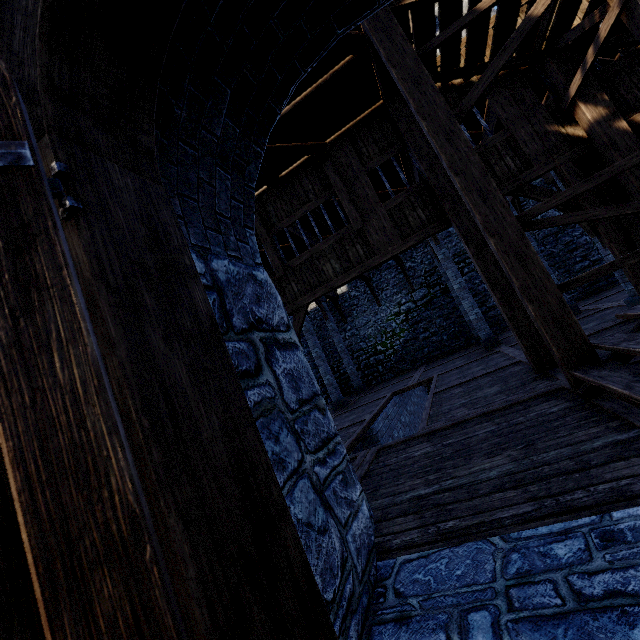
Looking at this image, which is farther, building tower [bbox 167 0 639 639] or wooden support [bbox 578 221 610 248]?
wooden support [bbox 578 221 610 248]

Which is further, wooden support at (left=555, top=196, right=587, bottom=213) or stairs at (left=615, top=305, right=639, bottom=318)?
wooden support at (left=555, top=196, right=587, bottom=213)

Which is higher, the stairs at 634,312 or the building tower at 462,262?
the building tower at 462,262

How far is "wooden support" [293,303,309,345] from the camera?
7.1m

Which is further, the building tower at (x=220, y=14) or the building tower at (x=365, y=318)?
the building tower at (x=365, y=318)

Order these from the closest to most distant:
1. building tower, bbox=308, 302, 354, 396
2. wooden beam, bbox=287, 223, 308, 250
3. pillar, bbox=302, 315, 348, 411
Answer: wooden beam, bbox=287, 223, 308, 250 → pillar, bbox=302, 315, 348, 411 → building tower, bbox=308, 302, 354, 396

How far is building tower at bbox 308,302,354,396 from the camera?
19.0 meters

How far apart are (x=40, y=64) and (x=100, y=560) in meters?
1.1 m
